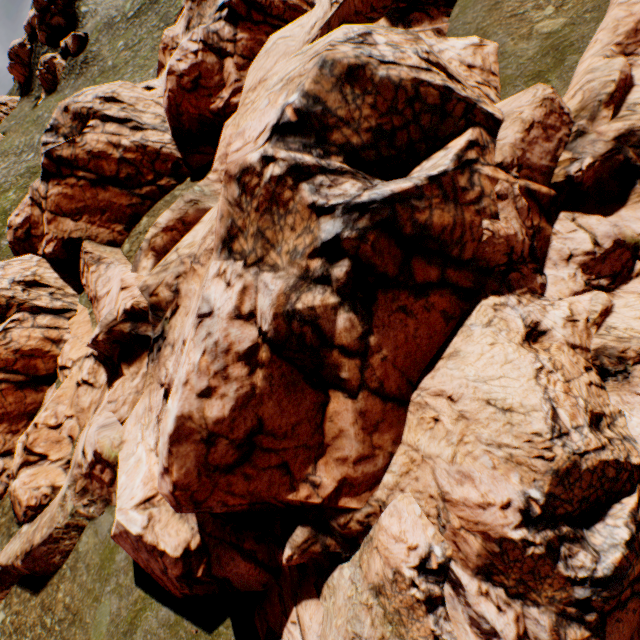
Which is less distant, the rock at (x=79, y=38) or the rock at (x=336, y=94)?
the rock at (x=336, y=94)

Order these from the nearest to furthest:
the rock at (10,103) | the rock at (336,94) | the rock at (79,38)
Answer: the rock at (336,94), the rock at (79,38), the rock at (10,103)

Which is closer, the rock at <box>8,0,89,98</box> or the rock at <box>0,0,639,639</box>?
the rock at <box>0,0,639,639</box>

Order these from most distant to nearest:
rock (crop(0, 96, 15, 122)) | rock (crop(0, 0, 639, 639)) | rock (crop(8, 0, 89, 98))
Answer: rock (crop(0, 96, 15, 122)), rock (crop(8, 0, 89, 98)), rock (crop(0, 0, 639, 639))

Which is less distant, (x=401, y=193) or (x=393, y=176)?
(x=401, y=193)

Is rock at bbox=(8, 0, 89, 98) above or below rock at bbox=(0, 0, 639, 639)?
above
